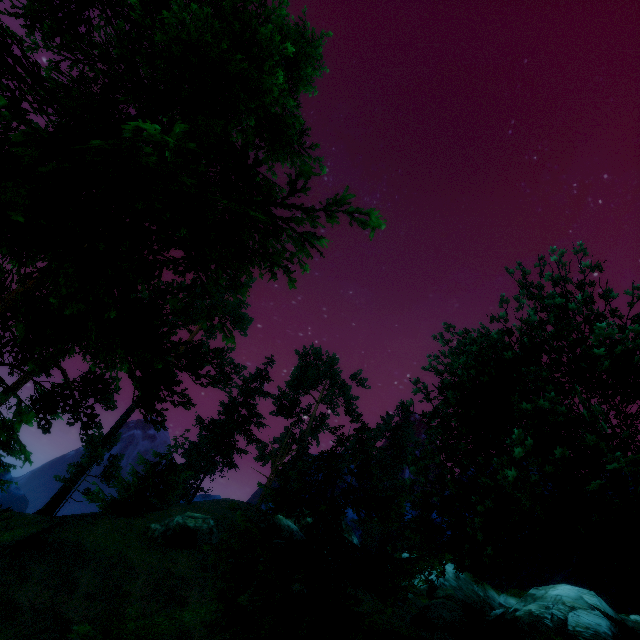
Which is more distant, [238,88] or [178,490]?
[178,490]

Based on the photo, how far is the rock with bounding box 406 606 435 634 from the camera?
15.89m

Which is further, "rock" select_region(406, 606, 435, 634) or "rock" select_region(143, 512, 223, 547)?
"rock" select_region(143, 512, 223, 547)

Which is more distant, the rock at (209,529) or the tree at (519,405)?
the rock at (209,529)

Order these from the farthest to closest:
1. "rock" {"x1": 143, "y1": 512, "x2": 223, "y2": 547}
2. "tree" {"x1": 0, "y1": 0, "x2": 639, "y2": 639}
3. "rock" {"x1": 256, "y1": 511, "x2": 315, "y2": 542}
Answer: "rock" {"x1": 256, "y1": 511, "x2": 315, "y2": 542} < "rock" {"x1": 143, "y1": 512, "x2": 223, "y2": 547} < "tree" {"x1": 0, "y1": 0, "x2": 639, "y2": 639}

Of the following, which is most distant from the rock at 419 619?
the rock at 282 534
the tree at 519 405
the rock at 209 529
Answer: the rock at 209 529

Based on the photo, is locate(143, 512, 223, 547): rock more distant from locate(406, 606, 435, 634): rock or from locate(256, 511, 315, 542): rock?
locate(406, 606, 435, 634): rock

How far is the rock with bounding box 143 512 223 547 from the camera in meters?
23.1 m
